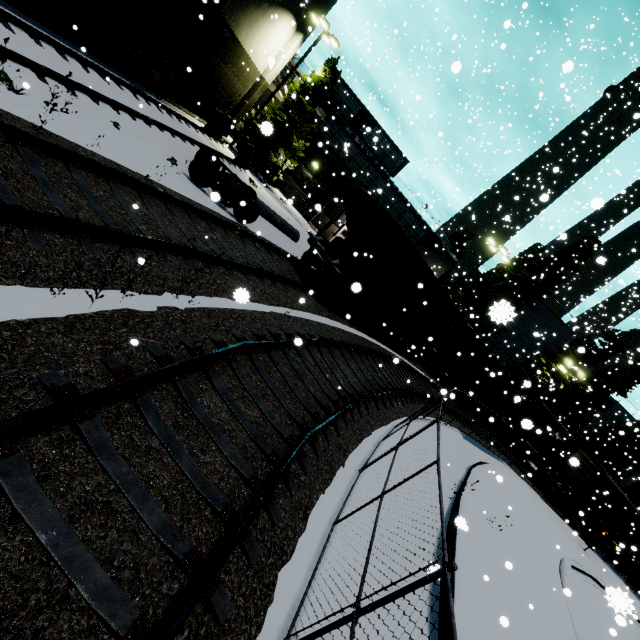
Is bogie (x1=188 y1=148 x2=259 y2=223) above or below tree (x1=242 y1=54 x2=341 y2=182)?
below

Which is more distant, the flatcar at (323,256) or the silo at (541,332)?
the silo at (541,332)

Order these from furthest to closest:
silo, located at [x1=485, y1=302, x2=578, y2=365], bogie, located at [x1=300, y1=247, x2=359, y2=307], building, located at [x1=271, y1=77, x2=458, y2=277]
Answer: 1. silo, located at [x1=485, y1=302, x2=578, y2=365]
2. building, located at [x1=271, y1=77, x2=458, y2=277]
3. bogie, located at [x1=300, y1=247, x2=359, y2=307]

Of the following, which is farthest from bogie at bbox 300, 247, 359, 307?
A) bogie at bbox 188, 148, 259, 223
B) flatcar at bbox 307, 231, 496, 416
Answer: bogie at bbox 188, 148, 259, 223

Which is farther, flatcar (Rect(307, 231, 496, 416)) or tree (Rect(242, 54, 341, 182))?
tree (Rect(242, 54, 341, 182))

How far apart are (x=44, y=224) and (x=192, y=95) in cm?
1991

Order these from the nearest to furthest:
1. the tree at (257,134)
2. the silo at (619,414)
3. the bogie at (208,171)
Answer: the bogie at (208,171), the tree at (257,134), the silo at (619,414)

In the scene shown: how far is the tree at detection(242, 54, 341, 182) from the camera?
22.5 meters
